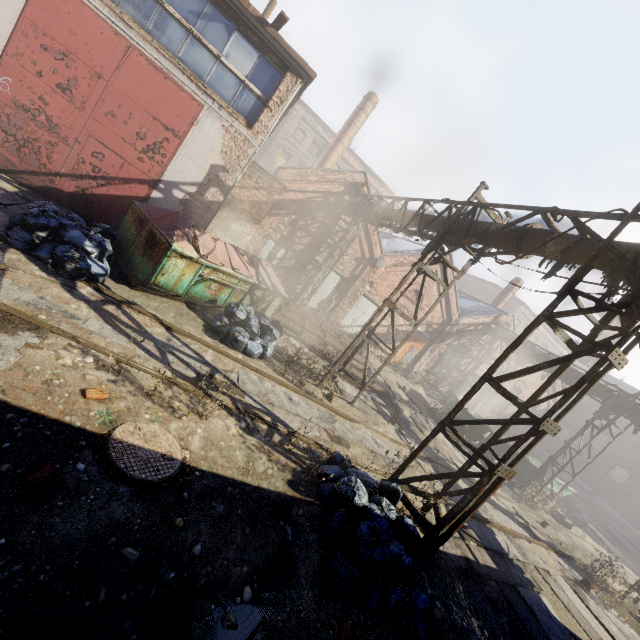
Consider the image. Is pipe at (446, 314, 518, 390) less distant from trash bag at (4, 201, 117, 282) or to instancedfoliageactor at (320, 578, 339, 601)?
instancedfoliageactor at (320, 578, 339, 601)

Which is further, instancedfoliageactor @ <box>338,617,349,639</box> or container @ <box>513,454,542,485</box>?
container @ <box>513,454,542,485</box>

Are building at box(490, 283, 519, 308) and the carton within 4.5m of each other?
no

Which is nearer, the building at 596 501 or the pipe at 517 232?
the pipe at 517 232

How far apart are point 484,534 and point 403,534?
5.2m

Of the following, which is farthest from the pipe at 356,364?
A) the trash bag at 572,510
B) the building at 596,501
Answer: the building at 596,501

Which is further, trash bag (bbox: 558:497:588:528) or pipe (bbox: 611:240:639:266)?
trash bag (bbox: 558:497:588:528)

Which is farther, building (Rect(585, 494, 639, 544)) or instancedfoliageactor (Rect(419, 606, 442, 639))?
building (Rect(585, 494, 639, 544))
